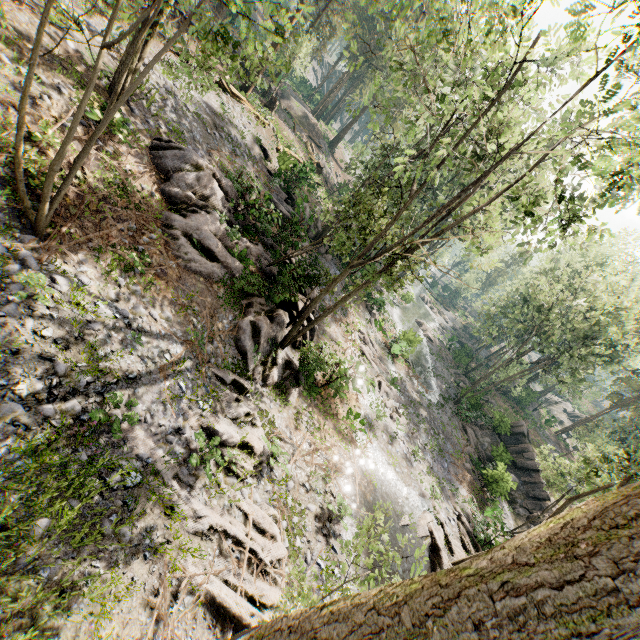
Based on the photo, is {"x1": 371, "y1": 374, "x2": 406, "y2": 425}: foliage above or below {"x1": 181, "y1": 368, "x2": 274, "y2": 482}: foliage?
below

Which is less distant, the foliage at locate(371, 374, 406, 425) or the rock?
the foliage at locate(371, 374, 406, 425)

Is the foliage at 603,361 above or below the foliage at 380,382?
above

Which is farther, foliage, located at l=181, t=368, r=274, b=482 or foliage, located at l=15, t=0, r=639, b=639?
foliage, located at l=181, t=368, r=274, b=482

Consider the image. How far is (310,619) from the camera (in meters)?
1.50

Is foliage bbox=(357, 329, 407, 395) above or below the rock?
below
